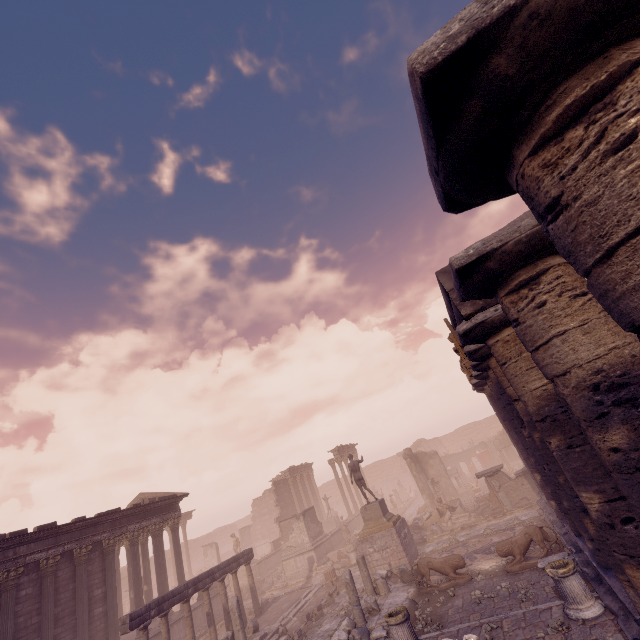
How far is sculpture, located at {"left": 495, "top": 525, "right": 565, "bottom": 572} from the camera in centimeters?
1106cm

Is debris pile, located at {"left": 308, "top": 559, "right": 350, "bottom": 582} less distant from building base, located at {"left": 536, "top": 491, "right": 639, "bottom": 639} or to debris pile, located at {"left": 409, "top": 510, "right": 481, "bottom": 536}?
debris pile, located at {"left": 409, "top": 510, "right": 481, "bottom": 536}

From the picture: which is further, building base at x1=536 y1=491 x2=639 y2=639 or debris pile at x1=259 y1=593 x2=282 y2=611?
debris pile at x1=259 y1=593 x2=282 y2=611

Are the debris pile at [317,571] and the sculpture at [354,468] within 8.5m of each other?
yes

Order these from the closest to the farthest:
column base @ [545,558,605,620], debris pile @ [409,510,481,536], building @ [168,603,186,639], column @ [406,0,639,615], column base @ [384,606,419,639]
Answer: column @ [406,0,639,615] → column base @ [545,558,605,620] → column base @ [384,606,419,639] → building @ [168,603,186,639] → debris pile @ [409,510,481,536]

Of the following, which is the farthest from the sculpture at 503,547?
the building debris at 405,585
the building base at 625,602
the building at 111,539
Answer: the building at 111,539

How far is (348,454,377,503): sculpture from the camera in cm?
1858

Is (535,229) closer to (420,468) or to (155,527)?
(155,527)
